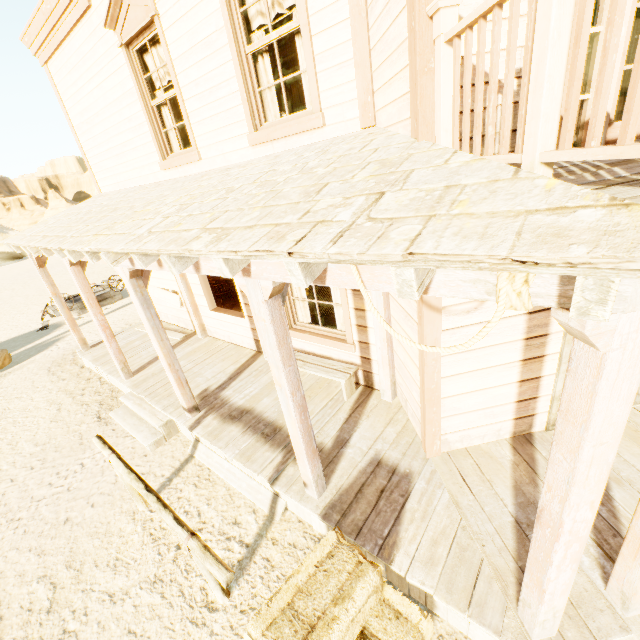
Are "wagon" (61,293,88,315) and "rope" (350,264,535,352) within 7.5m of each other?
no

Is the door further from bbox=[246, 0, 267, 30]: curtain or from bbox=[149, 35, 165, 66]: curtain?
bbox=[149, 35, 165, 66]: curtain

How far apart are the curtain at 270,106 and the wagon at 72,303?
11.5 meters

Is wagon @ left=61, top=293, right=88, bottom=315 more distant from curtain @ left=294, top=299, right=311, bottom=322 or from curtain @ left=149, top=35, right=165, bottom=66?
curtain @ left=294, top=299, right=311, bottom=322

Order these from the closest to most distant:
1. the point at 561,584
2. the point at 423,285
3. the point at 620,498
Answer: the point at 423,285, the point at 561,584, the point at 620,498

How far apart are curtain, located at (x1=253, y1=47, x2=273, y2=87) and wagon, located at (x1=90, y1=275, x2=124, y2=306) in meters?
11.5 m

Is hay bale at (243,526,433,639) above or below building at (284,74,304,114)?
below

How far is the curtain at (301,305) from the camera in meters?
5.5
